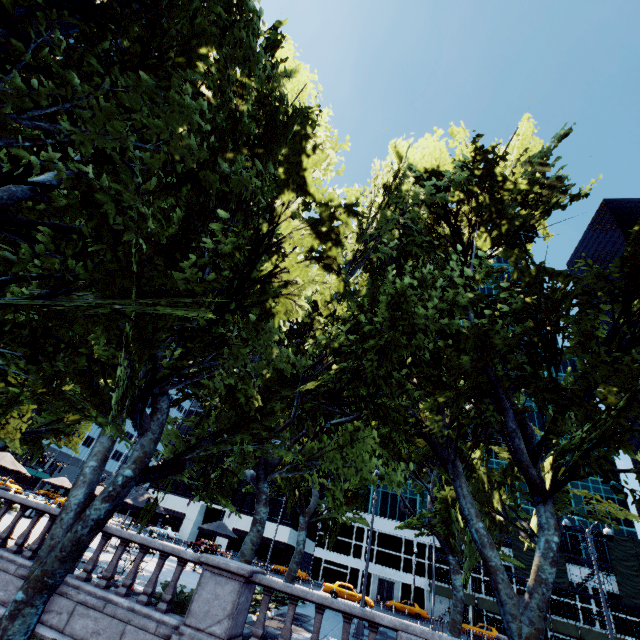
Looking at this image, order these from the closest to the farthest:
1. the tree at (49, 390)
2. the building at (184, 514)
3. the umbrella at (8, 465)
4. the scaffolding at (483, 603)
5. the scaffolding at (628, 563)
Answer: the tree at (49, 390) → the umbrella at (8, 465) → the scaffolding at (628, 563) → the scaffolding at (483, 603) → the building at (184, 514)

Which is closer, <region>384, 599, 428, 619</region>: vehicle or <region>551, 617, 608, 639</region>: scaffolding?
<region>384, 599, 428, 619</region>: vehicle

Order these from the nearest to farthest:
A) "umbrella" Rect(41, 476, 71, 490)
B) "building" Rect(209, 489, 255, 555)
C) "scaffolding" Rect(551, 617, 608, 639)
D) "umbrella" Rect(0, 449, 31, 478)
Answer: "umbrella" Rect(0, 449, 31, 478), "umbrella" Rect(41, 476, 71, 490), "scaffolding" Rect(551, 617, 608, 639), "building" Rect(209, 489, 255, 555)

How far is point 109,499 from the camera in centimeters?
883cm

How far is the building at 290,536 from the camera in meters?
52.8 m

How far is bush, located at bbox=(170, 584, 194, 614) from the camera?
9.1 meters

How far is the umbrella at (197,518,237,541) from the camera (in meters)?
20.92

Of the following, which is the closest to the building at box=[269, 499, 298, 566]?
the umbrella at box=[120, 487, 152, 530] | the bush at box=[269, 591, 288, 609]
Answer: the bush at box=[269, 591, 288, 609]
